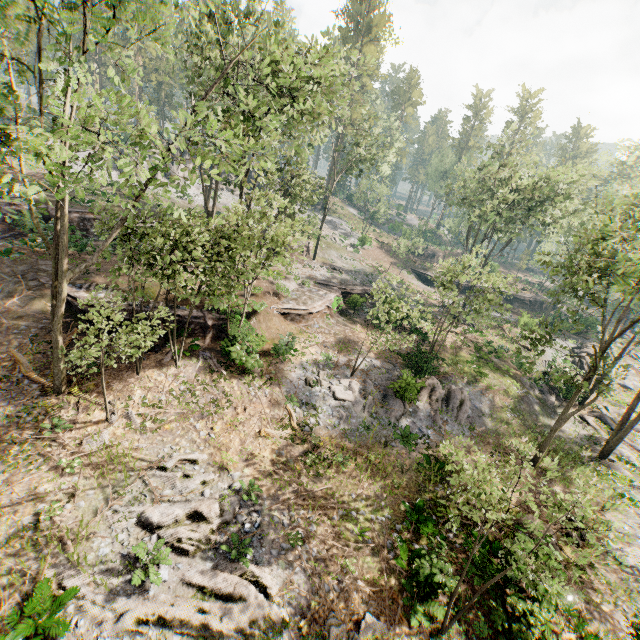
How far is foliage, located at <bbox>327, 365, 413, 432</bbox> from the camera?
19.64m

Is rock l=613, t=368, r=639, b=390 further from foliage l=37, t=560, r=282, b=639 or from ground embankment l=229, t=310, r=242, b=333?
ground embankment l=229, t=310, r=242, b=333

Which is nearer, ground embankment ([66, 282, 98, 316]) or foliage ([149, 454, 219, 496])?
foliage ([149, 454, 219, 496])

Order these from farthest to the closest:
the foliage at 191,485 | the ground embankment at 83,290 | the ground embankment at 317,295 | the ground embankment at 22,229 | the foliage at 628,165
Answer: the foliage at 628,165 → the ground embankment at 317,295 → the ground embankment at 22,229 → the ground embankment at 83,290 → the foliage at 191,485

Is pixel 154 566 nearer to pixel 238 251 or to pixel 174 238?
pixel 238 251

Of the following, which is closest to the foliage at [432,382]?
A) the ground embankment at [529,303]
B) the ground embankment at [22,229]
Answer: the ground embankment at [529,303]

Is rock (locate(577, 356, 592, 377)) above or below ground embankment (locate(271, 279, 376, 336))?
below

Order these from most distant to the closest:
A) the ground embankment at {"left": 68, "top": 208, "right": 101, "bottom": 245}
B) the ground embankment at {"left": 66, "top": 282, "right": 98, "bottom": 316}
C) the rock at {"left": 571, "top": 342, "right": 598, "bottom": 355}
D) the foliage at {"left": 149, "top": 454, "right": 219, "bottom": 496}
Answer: the rock at {"left": 571, "top": 342, "right": 598, "bottom": 355}
the ground embankment at {"left": 68, "top": 208, "right": 101, "bottom": 245}
the ground embankment at {"left": 66, "top": 282, "right": 98, "bottom": 316}
the foliage at {"left": 149, "top": 454, "right": 219, "bottom": 496}
